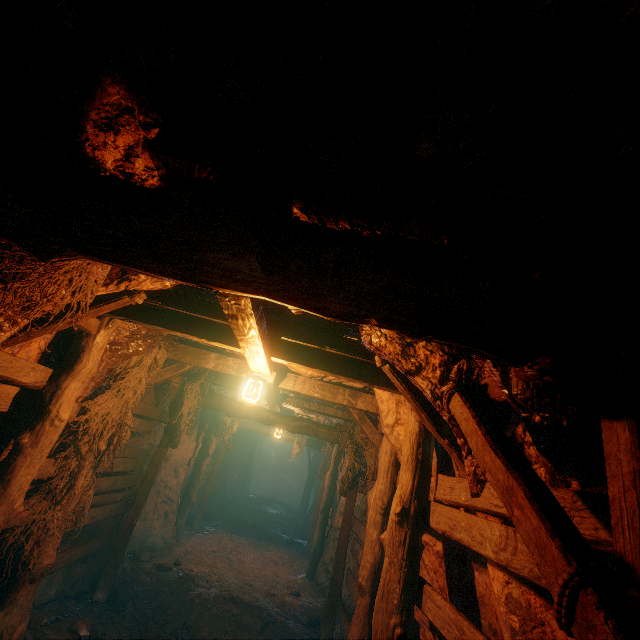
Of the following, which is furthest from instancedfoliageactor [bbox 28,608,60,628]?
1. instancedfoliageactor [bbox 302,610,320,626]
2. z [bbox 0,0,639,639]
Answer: instancedfoliageactor [bbox 302,610,320,626]

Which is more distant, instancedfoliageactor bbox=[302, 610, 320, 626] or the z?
instancedfoliageactor bbox=[302, 610, 320, 626]

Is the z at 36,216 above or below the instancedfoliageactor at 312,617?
above

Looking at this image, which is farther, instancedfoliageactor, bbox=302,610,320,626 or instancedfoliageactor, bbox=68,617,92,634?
instancedfoliageactor, bbox=302,610,320,626

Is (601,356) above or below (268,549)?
above

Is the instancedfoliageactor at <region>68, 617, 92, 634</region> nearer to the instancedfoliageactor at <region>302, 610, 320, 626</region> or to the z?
the z

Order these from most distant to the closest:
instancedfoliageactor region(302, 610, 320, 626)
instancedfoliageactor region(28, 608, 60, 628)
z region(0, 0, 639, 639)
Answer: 1. instancedfoliageactor region(302, 610, 320, 626)
2. instancedfoliageactor region(28, 608, 60, 628)
3. z region(0, 0, 639, 639)

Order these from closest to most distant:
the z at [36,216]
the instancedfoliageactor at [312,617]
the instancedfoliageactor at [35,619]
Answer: the z at [36,216] → the instancedfoliageactor at [35,619] → the instancedfoliageactor at [312,617]
